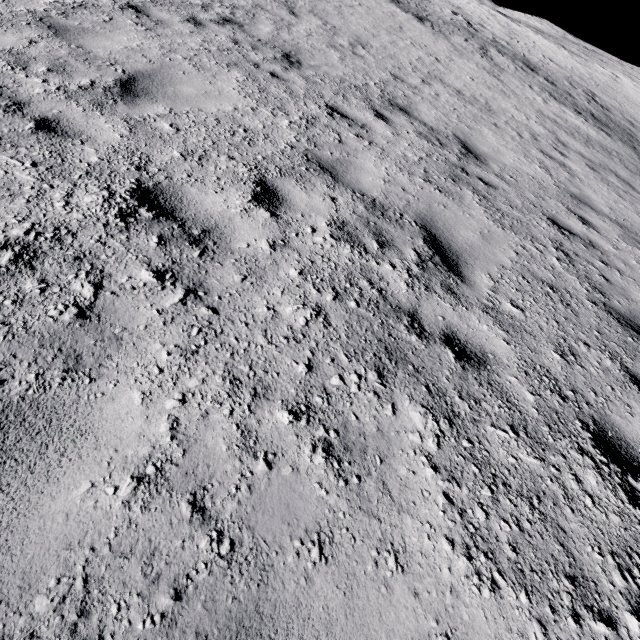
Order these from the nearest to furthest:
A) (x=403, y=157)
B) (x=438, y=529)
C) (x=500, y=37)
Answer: (x=438, y=529), (x=403, y=157), (x=500, y=37)
